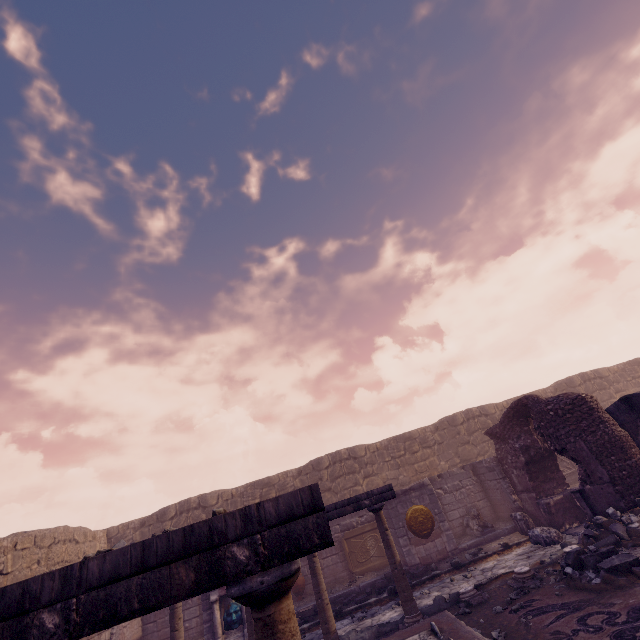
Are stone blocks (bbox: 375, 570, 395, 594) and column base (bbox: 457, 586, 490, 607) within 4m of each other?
yes

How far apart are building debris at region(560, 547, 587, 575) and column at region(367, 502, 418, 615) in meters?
3.1 m

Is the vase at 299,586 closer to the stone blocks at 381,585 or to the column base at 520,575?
the stone blocks at 381,585

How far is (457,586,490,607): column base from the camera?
7.2m

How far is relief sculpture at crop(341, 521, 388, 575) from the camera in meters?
12.3 m

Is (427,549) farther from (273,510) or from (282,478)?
(273,510)

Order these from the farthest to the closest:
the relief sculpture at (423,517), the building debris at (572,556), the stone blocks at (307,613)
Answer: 1. the relief sculpture at (423,517)
2. the stone blocks at (307,613)
3. the building debris at (572,556)

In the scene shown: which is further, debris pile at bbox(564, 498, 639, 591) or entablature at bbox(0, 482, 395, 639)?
debris pile at bbox(564, 498, 639, 591)
